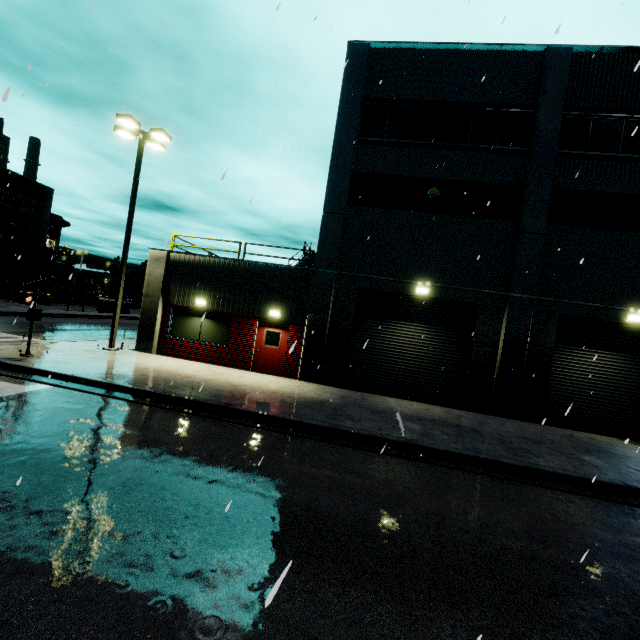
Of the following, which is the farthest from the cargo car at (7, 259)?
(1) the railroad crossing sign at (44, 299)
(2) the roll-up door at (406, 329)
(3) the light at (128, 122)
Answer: (2) the roll-up door at (406, 329)

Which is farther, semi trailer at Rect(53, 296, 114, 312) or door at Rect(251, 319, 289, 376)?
semi trailer at Rect(53, 296, 114, 312)

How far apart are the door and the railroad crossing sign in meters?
6.9 m

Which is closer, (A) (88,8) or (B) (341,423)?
(A) (88,8)

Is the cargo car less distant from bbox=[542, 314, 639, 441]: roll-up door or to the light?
the light

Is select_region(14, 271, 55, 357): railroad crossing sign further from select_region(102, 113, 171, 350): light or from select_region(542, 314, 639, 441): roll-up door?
select_region(542, 314, 639, 441): roll-up door

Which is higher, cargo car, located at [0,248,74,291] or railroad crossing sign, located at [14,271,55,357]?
cargo car, located at [0,248,74,291]

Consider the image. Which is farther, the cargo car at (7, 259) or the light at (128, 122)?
the cargo car at (7, 259)
